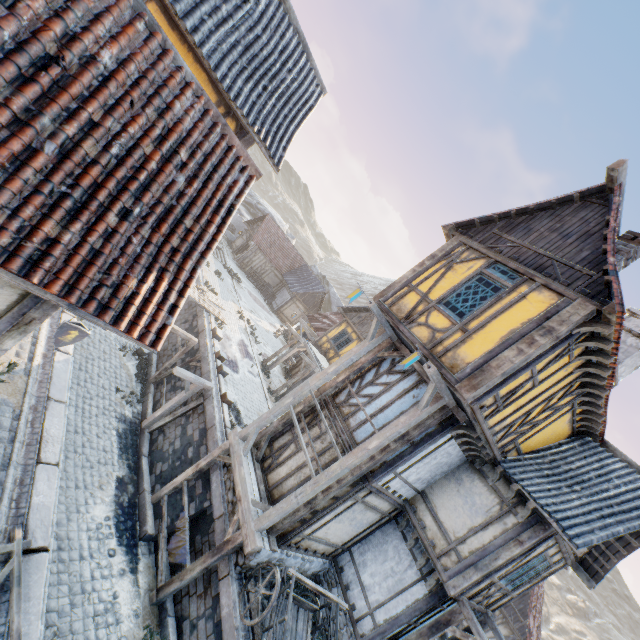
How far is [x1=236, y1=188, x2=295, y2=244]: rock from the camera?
47.4 meters

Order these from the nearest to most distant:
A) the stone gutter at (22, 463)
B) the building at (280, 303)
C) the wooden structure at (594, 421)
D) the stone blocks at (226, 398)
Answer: the stone gutter at (22, 463), the wooden structure at (594, 421), the stone blocks at (226, 398), the building at (280, 303)

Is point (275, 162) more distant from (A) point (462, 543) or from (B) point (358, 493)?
(A) point (462, 543)

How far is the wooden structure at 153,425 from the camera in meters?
12.1 m

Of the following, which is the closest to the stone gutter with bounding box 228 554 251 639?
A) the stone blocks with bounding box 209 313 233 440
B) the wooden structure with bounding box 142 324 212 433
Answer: the stone blocks with bounding box 209 313 233 440

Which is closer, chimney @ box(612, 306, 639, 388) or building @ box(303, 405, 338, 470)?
building @ box(303, 405, 338, 470)

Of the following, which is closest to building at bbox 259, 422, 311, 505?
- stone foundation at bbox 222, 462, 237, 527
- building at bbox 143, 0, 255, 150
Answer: stone foundation at bbox 222, 462, 237, 527

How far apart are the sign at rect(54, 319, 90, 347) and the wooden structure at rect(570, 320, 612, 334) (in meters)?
8.71
